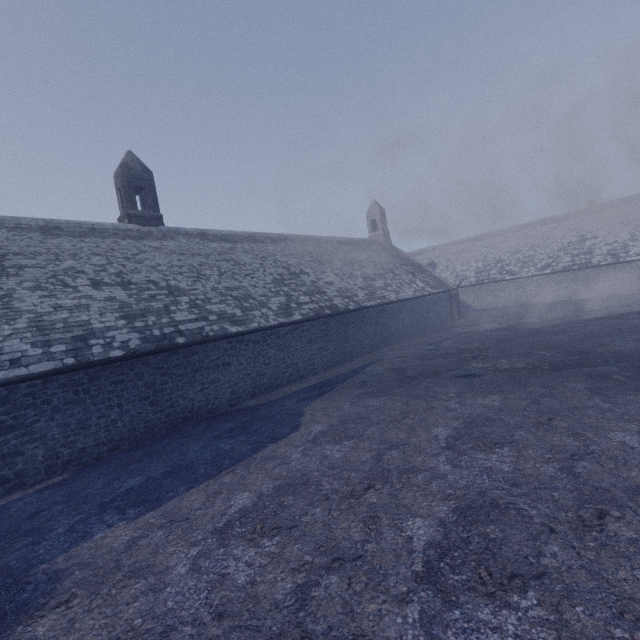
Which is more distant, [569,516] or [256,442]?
[256,442]
